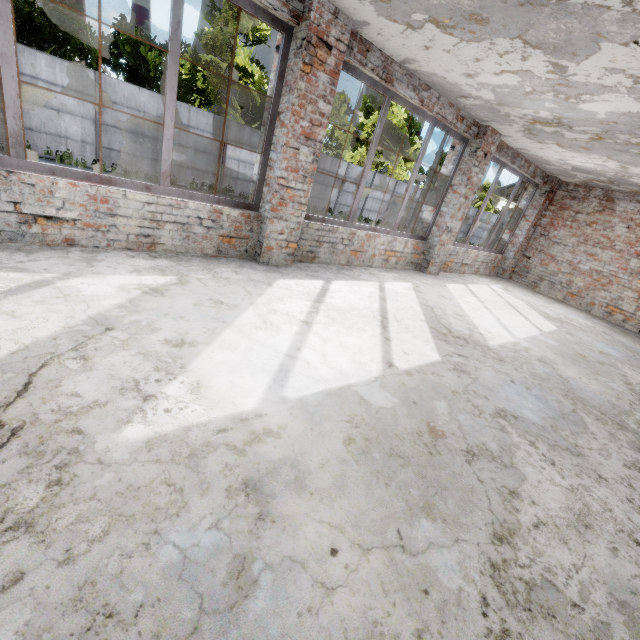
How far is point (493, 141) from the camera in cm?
673

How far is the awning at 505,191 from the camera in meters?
11.1

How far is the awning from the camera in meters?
11.1
